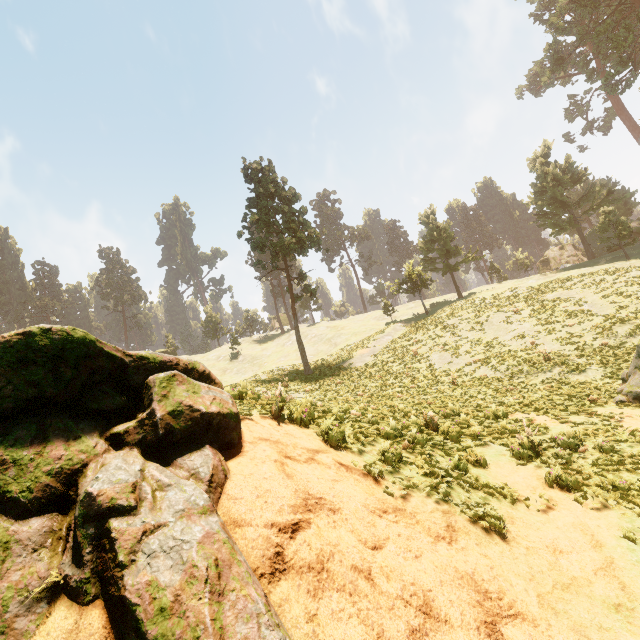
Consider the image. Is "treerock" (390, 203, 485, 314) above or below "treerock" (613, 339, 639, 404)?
above

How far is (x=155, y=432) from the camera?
4.96m

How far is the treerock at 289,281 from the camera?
31.9 meters

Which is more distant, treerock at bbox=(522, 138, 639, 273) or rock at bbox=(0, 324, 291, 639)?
treerock at bbox=(522, 138, 639, 273)

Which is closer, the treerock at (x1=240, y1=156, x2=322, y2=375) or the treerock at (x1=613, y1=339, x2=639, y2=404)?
the treerock at (x1=613, y1=339, x2=639, y2=404)

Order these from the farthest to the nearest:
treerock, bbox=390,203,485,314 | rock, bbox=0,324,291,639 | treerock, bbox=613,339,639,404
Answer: treerock, bbox=390,203,485,314, treerock, bbox=613,339,639,404, rock, bbox=0,324,291,639

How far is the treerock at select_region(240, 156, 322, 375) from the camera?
31.9 meters

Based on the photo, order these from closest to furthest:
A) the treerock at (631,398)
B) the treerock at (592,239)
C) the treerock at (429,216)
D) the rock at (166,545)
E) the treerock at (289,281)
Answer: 1. the rock at (166,545)
2. the treerock at (631,398)
3. the treerock at (289,281)
4. the treerock at (592,239)
5. the treerock at (429,216)
